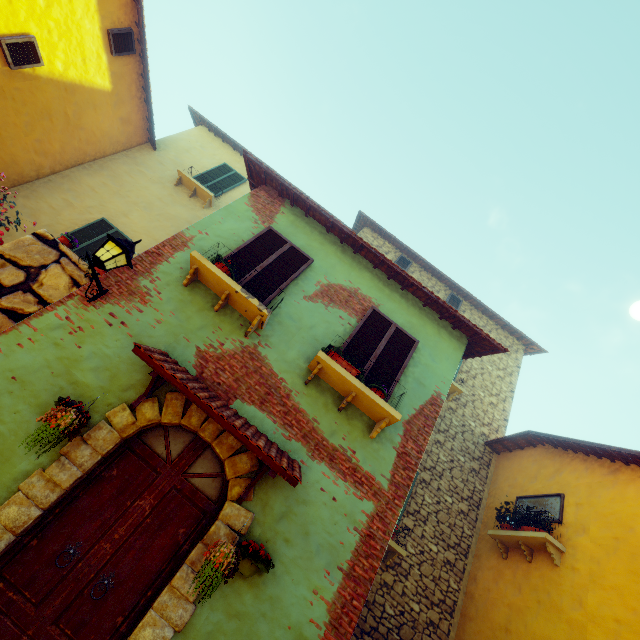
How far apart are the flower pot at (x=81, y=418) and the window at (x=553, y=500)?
8.7m

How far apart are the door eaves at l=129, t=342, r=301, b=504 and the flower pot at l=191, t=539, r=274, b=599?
0.5m

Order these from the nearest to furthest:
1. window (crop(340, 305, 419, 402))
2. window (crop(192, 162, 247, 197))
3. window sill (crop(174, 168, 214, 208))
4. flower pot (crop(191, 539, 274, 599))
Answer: flower pot (crop(191, 539, 274, 599))
window (crop(340, 305, 419, 402))
window sill (crop(174, 168, 214, 208))
window (crop(192, 162, 247, 197))

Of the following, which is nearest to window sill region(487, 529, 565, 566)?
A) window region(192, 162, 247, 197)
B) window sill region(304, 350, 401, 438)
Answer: window sill region(304, 350, 401, 438)

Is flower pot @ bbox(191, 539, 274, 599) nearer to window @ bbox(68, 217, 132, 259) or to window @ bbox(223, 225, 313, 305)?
window @ bbox(223, 225, 313, 305)

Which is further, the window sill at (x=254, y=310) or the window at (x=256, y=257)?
the window at (x=256, y=257)

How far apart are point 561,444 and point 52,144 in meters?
15.6

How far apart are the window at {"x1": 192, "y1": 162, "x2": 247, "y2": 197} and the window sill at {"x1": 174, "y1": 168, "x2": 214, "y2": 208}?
0.4 meters
